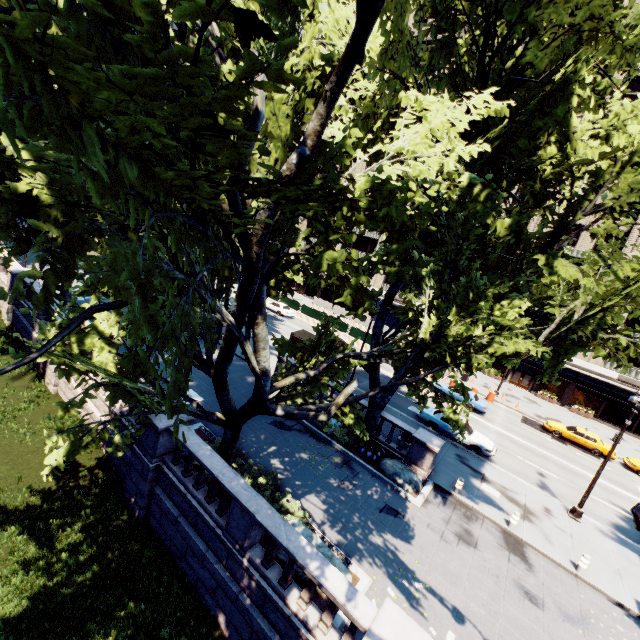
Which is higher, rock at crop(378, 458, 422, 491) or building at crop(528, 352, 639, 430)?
building at crop(528, 352, 639, 430)

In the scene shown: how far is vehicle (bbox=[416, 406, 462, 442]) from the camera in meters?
22.2 m

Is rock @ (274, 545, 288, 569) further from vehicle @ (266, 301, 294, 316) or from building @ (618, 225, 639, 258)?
building @ (618, 225, 639, 258)

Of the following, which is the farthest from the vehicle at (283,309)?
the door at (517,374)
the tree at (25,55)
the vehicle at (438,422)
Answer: the door at (517,374)

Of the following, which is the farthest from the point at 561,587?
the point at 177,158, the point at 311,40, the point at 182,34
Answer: the point at 182,34

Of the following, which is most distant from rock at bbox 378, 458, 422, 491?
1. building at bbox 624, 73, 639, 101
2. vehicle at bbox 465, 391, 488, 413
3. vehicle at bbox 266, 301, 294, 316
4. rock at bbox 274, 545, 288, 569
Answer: building at bbox 624, 73, 639, 101

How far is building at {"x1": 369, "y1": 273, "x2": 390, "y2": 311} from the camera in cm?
5324

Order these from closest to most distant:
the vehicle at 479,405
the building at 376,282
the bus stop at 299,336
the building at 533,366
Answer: the bus stop at 299,336 < the vehicle at 479,405 < the building at 533,366 < the building at 376,282
